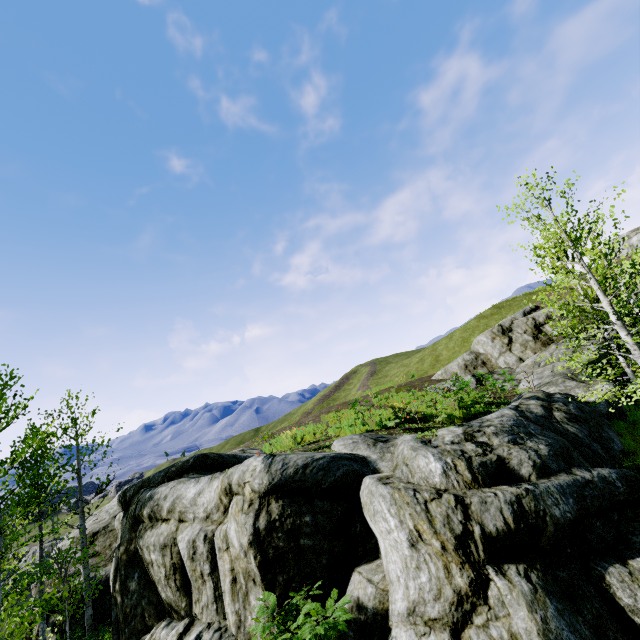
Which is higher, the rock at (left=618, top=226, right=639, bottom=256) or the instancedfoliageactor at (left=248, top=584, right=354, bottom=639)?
the rock at (left=618, top=226, right=639, bottom=256)

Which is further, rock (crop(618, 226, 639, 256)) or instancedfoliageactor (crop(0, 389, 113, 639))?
rock (crop(618, 226, 639, 256))

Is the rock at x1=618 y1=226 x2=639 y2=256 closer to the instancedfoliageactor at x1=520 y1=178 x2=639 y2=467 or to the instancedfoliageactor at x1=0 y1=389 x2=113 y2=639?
the instancedfoliageactor at x1=520 y1=178 x2=639 y2=467

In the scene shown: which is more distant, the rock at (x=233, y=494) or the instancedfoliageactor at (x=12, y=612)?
the instancedfoliageactor at (x=12, y=612)

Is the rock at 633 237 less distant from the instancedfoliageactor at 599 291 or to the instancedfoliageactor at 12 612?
the instancedfoliageactor at 599 291

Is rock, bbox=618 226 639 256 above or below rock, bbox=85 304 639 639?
above

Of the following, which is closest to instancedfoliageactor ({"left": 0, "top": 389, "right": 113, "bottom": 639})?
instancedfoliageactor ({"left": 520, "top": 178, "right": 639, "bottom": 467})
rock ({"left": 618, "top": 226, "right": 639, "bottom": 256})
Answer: rock ({"left": 618, "top": 226, "right": 639, "bottom": 256})

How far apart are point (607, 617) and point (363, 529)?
4.3 meters
